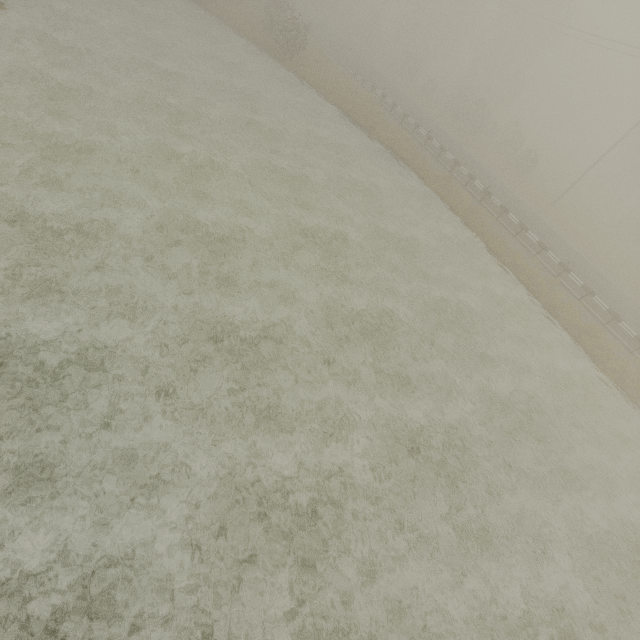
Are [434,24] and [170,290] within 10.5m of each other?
no
